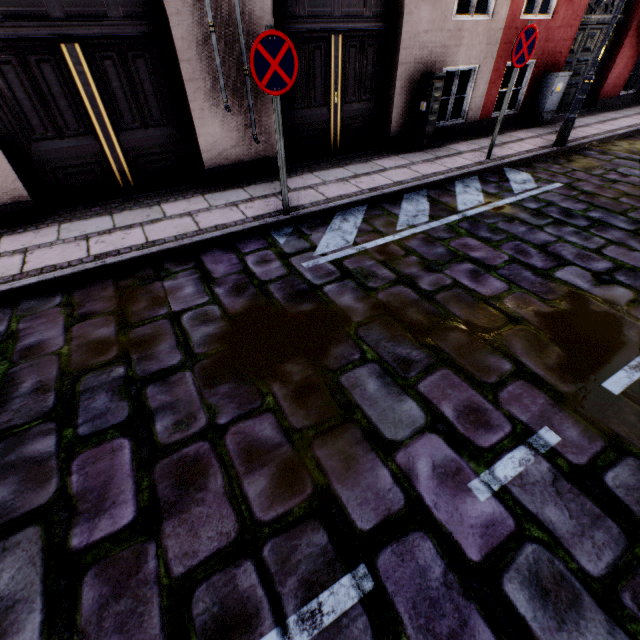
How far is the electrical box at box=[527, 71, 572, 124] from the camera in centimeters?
785cm

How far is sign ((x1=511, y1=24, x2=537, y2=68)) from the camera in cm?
501

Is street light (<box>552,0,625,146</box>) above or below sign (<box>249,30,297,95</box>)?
below

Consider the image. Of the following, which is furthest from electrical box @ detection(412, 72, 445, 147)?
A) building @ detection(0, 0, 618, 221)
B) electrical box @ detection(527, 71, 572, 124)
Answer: electrical box @ detection(527, 71, 572, 124)

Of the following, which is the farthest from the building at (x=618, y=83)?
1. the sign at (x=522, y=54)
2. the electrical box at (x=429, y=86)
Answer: the sign at (x=522, y=54)

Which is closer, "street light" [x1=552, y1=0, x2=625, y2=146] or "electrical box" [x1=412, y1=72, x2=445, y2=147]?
"street light" [x1=552, y1=0, x2=625, y2=146]

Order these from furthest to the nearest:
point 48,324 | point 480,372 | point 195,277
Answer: point 195,277, point 48,324, point 480,372

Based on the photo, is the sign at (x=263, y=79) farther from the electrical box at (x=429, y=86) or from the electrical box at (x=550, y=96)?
the electrical box at (x=550, y=96)
